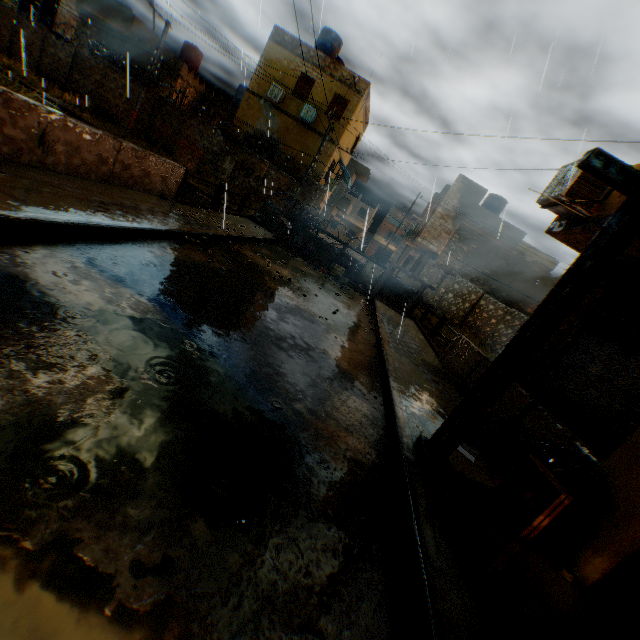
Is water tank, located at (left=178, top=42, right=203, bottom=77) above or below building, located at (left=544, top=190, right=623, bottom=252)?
above

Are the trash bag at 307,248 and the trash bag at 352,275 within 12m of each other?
yes

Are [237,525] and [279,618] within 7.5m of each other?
yes

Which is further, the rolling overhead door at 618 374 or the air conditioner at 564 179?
the air conditioner at 564 179

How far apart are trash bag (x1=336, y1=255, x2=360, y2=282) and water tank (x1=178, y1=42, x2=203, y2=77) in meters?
24.7

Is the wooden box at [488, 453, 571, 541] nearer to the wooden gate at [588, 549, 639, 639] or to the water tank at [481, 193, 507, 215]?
the wooden gate at [588, 549, 639, 639]

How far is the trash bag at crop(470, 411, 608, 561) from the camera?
3.1m

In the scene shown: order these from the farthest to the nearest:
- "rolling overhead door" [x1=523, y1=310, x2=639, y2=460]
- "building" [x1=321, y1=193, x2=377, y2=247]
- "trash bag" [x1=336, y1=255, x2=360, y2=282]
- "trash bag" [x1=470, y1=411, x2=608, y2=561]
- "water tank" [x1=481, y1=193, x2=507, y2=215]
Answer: "building" [x1=321, y1=193, x2=377, y2=247]
"water tank" [x1=481, y1=193, x2=507, y2=215]
"trash bag" [x1=336, y1=255, x2=360, y2=282]
"rolling overhead door" [x1=523, y1=310, x2=639, y2=460]
"trash bag" [x1=470, y1=411, x2=608, y2=561]
